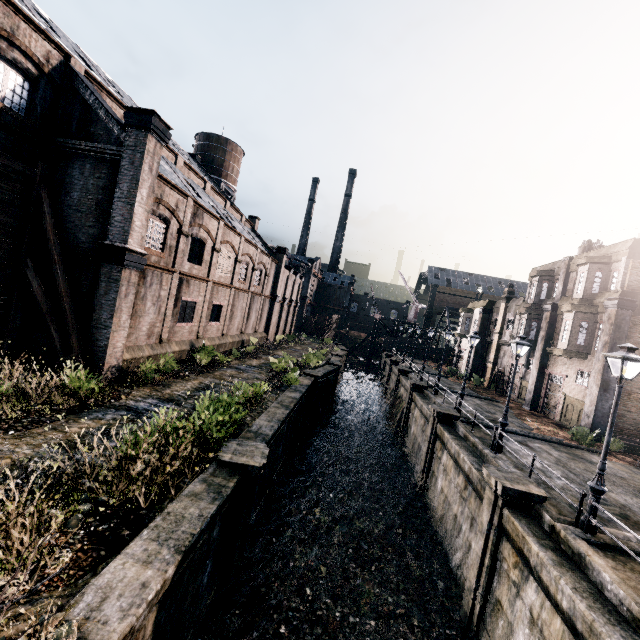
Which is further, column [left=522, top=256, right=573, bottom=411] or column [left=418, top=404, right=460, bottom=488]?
column [left=522, top=256, right=573, bottom=411]

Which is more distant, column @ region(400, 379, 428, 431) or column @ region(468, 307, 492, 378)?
column @ region(468, 307, 492, 378)

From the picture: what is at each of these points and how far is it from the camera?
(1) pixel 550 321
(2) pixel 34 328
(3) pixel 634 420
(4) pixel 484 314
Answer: (1) column, 27.91m
(2) building, 15.52m
(3) building, 21.50m
(4) column, 41.34m

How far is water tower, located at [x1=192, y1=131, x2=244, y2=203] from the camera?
44.9 meters

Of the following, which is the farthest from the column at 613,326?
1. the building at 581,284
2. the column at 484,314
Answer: the column at 484,314

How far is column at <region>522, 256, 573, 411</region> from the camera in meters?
27.9 m

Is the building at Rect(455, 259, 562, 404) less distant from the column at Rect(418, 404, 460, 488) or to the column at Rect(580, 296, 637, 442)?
the column at Rect(580, 296, 637, 442)

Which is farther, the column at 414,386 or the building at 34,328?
the column at 414,386
